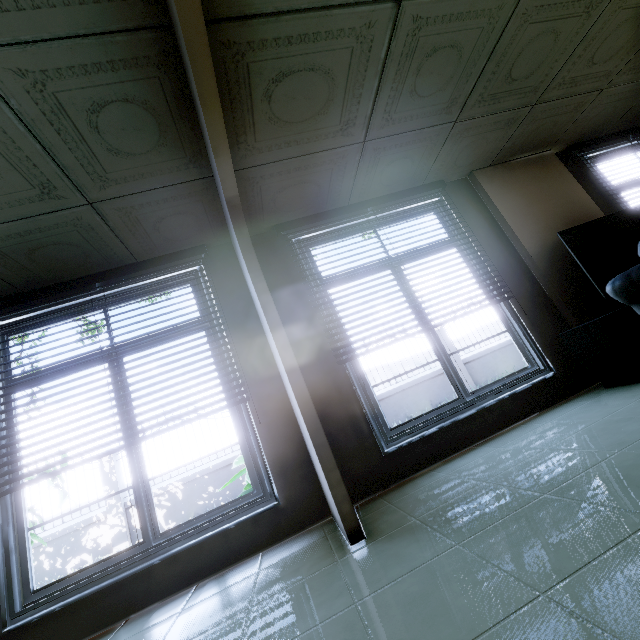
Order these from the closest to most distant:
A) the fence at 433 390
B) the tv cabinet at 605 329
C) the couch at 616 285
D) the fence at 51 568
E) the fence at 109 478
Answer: the couch at 616 285 < the tv cabinet at 605 329 < the fence at 51 568 < the fence at 109 478 < the fence at 433 390

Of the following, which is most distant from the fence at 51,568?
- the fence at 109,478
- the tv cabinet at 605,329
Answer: the tv cabinet at 605,329

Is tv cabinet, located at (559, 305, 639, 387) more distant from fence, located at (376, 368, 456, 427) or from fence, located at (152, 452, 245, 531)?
fence, located at (152, 452, 245, 531)

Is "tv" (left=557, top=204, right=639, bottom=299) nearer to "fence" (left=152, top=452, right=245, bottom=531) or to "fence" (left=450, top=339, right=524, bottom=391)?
"fence" (left=450, top=339, right=524, bottom=391)

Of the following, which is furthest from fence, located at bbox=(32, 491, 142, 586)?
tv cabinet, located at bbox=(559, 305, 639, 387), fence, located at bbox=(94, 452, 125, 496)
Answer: tv cabinet, located at bbox=(559, 305, 639, 387)

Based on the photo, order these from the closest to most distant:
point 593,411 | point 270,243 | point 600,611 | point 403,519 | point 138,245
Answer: point 600,611 → point 403,519 → point 593,411 → point 138,245 → point 270,243

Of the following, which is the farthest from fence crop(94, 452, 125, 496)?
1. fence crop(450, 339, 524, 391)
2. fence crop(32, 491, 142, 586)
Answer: fence crop(450, 339, 524, 391)

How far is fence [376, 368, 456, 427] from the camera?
9.2 meters
